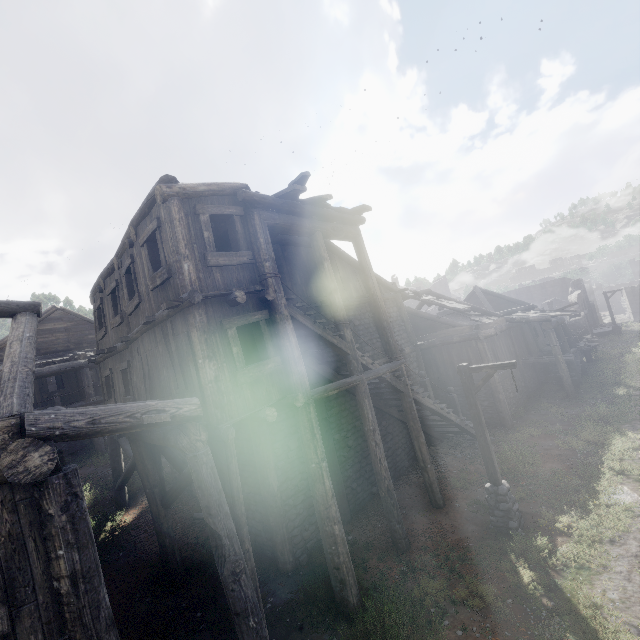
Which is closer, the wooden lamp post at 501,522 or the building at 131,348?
the building at 131,348

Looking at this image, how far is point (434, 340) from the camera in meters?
19.0

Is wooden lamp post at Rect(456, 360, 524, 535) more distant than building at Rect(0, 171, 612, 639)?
Yes

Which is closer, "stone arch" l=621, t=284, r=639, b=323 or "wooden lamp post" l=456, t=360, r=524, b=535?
"wooden lamp post" l=456, t=360, r=524, b=535

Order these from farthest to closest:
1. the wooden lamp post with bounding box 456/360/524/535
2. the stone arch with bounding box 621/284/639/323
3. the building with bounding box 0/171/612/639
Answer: the stone arch with bounding box 621/284/639/323 < the wooden lamp post with bounding box 456/360/524/535 < the building with bounding box 0/171/612/639

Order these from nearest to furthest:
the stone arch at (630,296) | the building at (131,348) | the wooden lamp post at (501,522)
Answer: the building at (131,348) → the wooden lamp post at (501,522) → the stone arch at (630,296)

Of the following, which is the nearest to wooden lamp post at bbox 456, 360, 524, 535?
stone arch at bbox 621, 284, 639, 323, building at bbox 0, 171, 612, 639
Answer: building at bbox 0, 171, 612, 639
